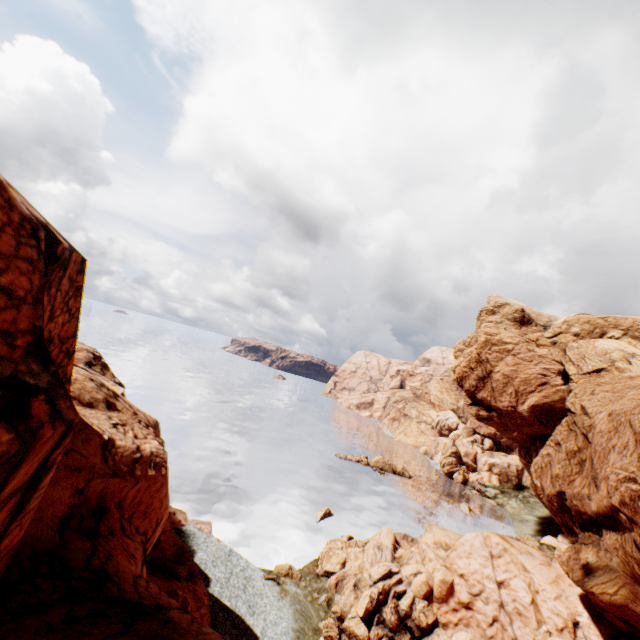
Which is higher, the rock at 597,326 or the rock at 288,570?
the rock at 597,326

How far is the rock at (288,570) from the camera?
30.5 meters

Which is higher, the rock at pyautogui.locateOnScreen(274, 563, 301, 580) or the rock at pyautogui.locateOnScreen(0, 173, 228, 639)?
the rock at pyautogui.locateOnScreen(0, 173, 228, 639)

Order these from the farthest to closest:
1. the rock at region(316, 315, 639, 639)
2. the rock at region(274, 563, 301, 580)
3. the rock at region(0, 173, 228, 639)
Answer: the rock at region(274, 563, 301, 580)
the rock at region(316, 315, 639, 639)
the rock at region(0, 173, 228, 639)

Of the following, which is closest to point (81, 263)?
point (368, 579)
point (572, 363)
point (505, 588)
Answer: point (368, 579)

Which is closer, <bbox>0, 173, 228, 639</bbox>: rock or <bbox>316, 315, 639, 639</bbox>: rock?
<bbox>0, 173, 228, 639</bbox>: rock
